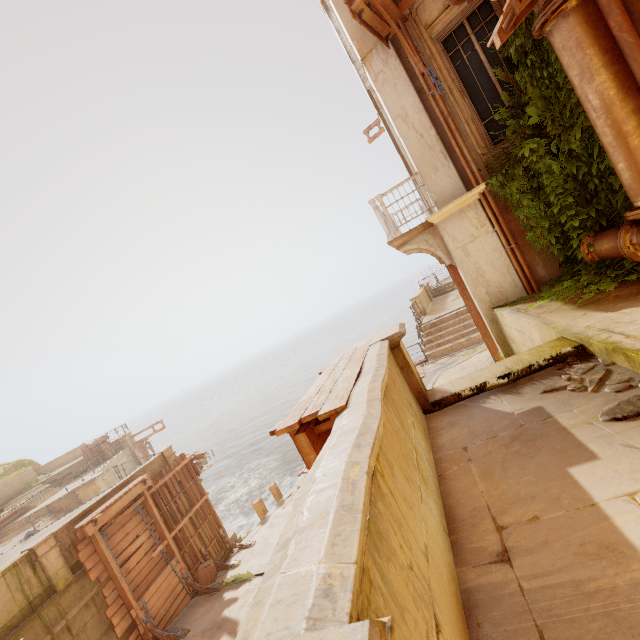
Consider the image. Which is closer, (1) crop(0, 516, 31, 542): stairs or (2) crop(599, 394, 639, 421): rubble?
(2) crop(599, 394, 639, 421): rubble

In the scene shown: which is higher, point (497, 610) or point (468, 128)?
point (468, 128)

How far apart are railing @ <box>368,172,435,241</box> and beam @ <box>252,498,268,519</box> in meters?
14.8 m

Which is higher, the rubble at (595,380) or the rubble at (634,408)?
the rubble at (634,408)

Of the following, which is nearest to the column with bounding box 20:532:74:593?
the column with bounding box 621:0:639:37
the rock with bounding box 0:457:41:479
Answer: the column with bounding box 621:0:639:37

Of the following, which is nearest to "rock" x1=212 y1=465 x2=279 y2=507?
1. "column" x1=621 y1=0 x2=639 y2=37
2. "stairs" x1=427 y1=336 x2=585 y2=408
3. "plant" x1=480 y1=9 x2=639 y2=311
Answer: "plant" x1=480 y1=9 x2=639 y2=311

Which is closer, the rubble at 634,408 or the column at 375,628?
the column at 375,628

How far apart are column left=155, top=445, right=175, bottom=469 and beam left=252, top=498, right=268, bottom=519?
4.75m
